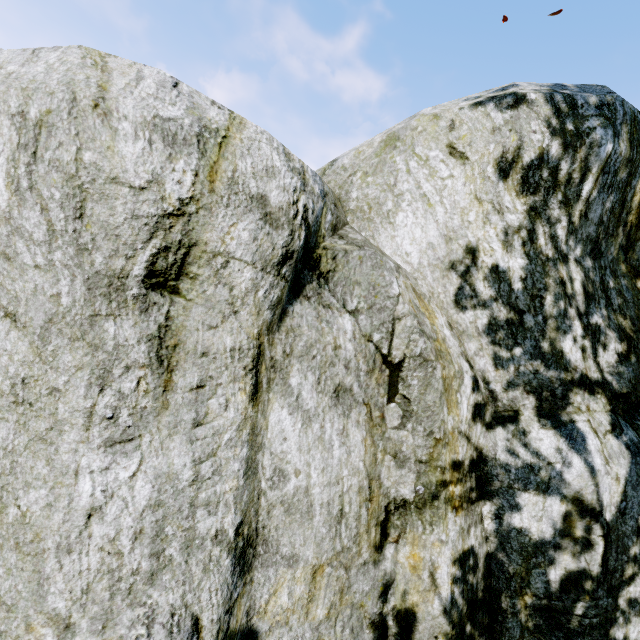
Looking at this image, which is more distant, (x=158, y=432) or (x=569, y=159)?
(x=569, y=159)
